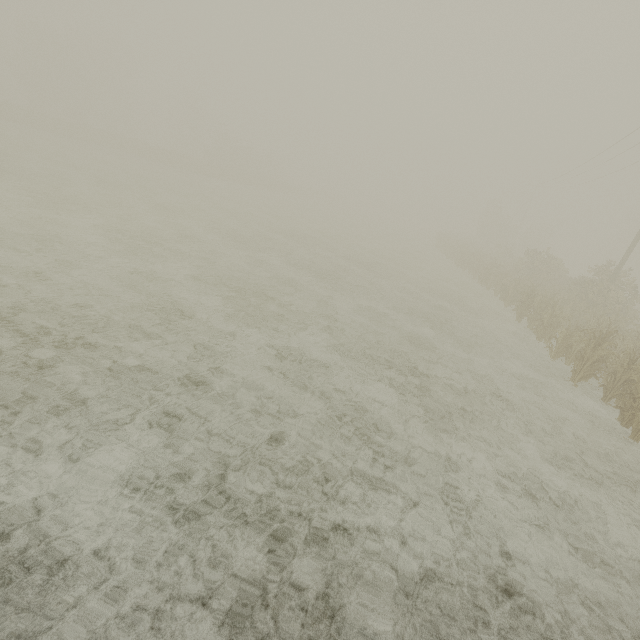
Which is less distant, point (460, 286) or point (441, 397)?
point (441, 397)
